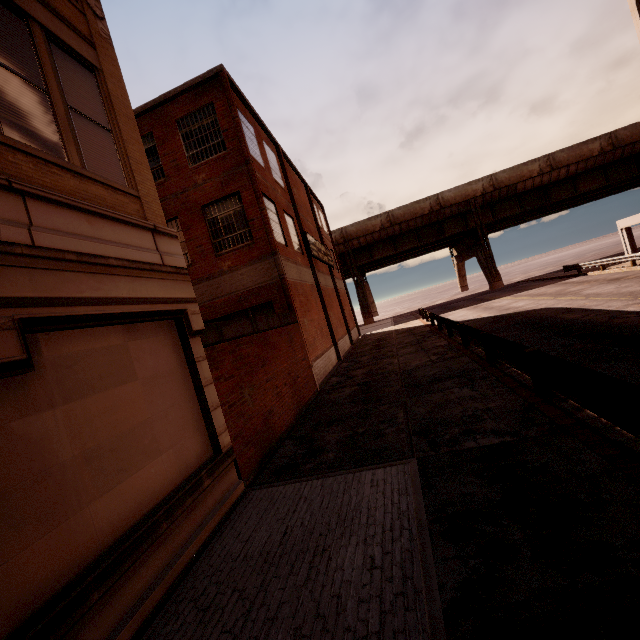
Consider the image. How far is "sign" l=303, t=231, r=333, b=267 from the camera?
19.6 meters

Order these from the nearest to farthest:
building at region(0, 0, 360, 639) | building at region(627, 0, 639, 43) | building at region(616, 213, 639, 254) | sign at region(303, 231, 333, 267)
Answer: building at region(0, 0, 360, 639) → sign at region(303, 231, 333, 267) → building at region(627, 0, 639, 43) → building at region(616, 213, 639, 254)

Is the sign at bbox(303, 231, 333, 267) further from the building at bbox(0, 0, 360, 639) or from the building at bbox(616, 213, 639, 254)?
the building at bbox(616, 213, 639, 254)

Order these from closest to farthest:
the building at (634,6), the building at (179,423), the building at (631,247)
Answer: the building at (179,423) → the building at (634,6) → the building at (631,247)

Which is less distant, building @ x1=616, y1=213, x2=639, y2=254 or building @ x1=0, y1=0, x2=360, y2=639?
building @ x1=0, y1=0, x2=360, y2=639

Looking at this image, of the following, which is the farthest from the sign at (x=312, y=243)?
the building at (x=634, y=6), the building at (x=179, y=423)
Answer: the building at (x=634, y=6)

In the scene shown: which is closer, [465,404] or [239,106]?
[465,404]
